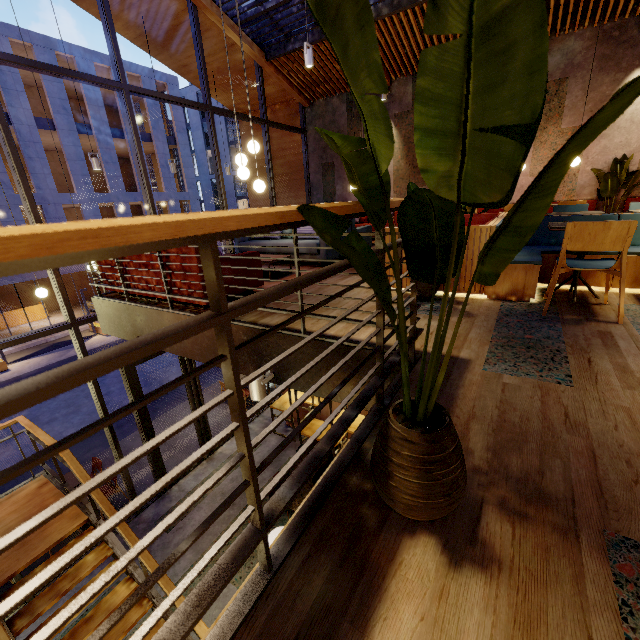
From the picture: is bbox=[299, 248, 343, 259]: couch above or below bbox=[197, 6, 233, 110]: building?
below

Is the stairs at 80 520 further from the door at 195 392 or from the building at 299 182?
the door at 195 392

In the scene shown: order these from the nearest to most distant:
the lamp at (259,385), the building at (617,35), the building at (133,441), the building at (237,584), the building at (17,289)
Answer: the building at (237,584), the lamp at (259,385), the building at (617,35), the building at (133,441), the building at (17,289)

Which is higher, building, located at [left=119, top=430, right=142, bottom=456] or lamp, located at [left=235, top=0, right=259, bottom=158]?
lamp, located at [left=235, top=0, right=259, bottom=158]

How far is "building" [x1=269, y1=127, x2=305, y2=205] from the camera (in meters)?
11.06

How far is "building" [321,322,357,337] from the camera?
2.93m

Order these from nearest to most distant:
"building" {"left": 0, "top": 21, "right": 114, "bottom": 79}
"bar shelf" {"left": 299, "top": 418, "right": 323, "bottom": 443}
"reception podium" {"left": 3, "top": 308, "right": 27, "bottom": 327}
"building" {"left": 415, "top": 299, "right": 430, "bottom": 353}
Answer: "building" {"left": 415, "top": 299, "right": 430, "bottom": 353}
"bar shelf" {"left": 299, "top": 418, "right": 323, "bottom": 443}
"building" {"left": 0, "top": 21, "right": 114, "bottom": 79}
"reception podium" {"left": 3, "top": 308, "right": 27, "bottom": 327}

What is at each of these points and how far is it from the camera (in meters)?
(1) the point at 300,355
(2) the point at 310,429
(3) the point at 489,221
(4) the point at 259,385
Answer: (1) building, 3.02
(2) bar shelf, 5.67
(3) seat, 3.87
(4) lamp, 3.12
